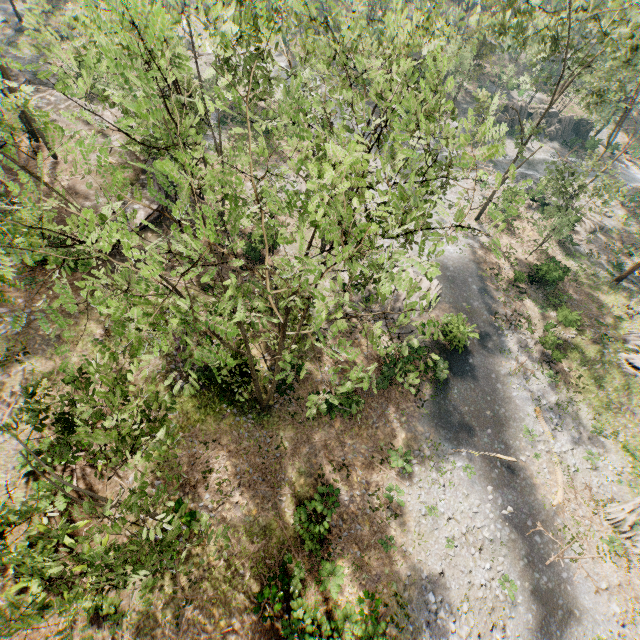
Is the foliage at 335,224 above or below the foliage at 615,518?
above

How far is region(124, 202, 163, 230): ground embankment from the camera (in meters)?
23.20

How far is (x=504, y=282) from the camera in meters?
30.8

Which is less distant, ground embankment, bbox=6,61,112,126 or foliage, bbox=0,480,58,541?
foliage, bbox=0,480,58,541

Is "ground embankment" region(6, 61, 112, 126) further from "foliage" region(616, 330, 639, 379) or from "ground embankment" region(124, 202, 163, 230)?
"ground embankment" region(124, 202, 163, 230)

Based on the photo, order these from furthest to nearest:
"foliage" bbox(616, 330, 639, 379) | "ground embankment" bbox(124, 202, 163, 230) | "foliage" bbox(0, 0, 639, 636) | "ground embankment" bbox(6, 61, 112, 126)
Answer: "ground embankment" bbox(6, 61, 112, 126) < "foliage" bbox(616, 330, 639, 379) < "ground embankment" bbox(124, 202, 163, 230) < "foliage" bbox(0, 0, 639, 636)

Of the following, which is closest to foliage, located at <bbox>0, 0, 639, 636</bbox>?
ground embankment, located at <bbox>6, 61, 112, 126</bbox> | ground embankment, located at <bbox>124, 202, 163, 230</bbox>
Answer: ground embankment, located at <bbox>6, 61, 112, 126</bbox>

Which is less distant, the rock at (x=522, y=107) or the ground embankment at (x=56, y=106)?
the ground embankment at (x=56, y=106)
